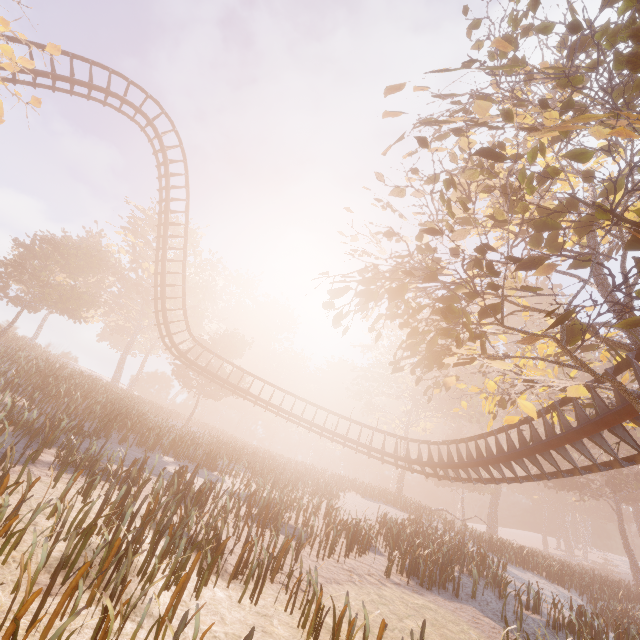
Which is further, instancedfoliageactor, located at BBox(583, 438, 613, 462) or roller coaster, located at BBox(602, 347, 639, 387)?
instancedfoliageactor, located at BBox(583, 438, 613, 462)

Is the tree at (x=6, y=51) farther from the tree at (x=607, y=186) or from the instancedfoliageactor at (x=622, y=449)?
the instancedfoliageactor at (x=622, y=449)

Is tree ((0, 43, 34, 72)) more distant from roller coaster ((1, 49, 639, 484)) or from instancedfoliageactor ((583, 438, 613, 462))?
instancedfoliageactor ((583, 438, 613, 462))

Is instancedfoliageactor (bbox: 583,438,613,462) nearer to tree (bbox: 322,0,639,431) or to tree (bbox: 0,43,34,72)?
tree (bbox: 322,0,639,431)

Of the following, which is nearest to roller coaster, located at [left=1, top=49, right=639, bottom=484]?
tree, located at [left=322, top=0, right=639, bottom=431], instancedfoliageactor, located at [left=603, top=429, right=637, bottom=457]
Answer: tree, located at [left=322, top=0, right=639, bottom=431]

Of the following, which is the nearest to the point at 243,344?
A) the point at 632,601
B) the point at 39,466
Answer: the point at 39,466

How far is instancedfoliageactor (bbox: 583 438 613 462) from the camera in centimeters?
3588cm

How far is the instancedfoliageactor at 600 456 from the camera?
35.9 meters
